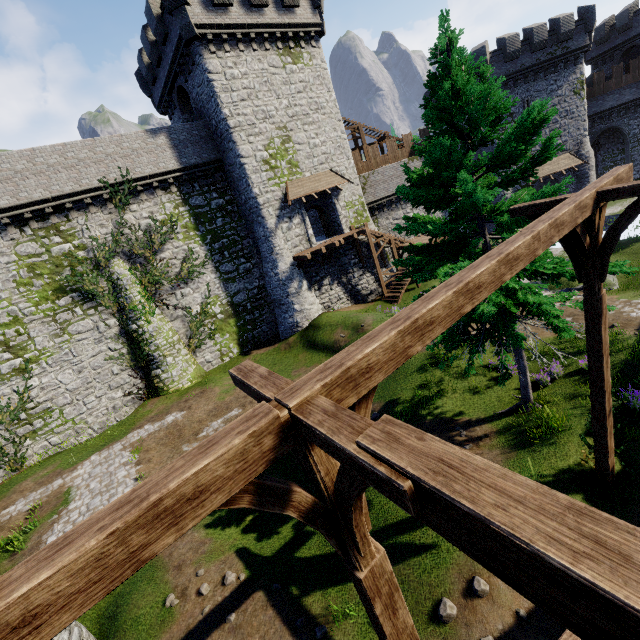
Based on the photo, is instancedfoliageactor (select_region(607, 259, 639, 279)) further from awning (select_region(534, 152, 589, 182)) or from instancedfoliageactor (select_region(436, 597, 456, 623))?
awning (select_region(534, 152, 589, 182))

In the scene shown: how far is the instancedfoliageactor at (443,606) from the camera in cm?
604

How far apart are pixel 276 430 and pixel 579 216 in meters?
5.5 m

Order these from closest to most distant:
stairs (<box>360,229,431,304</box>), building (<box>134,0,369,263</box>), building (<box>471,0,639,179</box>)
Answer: building (<box>134,0,369,263</box>), stairs (<box>360,229,431,304</box>), building (<box>471,0,639,179</box>)

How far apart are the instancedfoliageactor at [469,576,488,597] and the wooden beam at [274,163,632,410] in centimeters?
604cm

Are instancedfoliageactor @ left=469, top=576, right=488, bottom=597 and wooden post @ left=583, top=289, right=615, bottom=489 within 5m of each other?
yes

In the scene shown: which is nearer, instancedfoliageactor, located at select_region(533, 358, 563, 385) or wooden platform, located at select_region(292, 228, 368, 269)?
instancedfoliageactor, located at select_region(533, 358, 563, 385)

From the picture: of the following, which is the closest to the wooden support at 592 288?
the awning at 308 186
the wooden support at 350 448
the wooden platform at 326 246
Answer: the wooden support at 350 448
